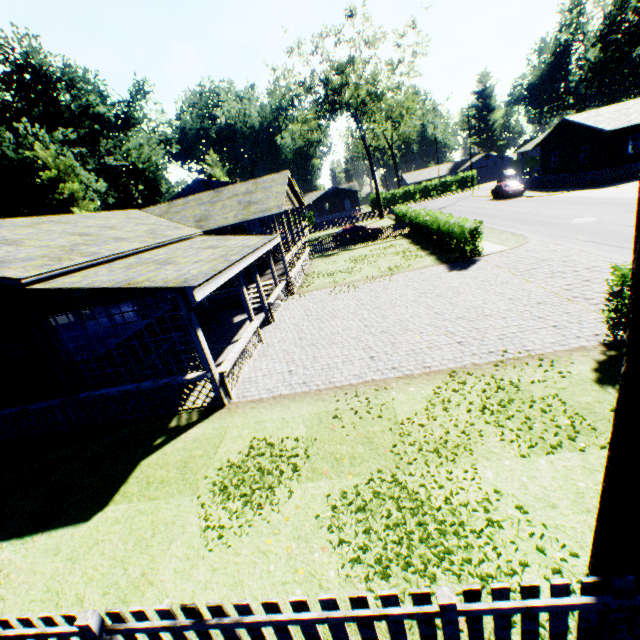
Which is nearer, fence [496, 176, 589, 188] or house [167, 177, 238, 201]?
fence [496, 176, 589, 188]

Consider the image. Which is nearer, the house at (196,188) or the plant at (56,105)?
the plant at (56,105)

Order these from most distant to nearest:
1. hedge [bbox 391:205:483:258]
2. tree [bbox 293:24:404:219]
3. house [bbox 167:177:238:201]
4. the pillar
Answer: house [bbox 167:177:238:201] < tree [bbox 293:24:404:219] < hedge [bbox 391:205:483:258] < the pillar

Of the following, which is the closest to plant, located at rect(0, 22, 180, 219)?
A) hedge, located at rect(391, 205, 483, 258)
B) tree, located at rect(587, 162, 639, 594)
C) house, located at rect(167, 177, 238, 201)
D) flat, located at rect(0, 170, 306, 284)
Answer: tree, located at rect(587, 162, 639, 594)

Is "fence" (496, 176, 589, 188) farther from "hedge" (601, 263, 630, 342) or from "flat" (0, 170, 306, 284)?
"hedge" (601, 263, 630, 342)

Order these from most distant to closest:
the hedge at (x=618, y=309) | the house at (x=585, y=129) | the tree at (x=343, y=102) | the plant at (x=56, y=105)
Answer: the tree at (x=343, y=102)
the plant at (x=56, y=105)
the house at (x=585, y=129)
the hedge at (x=618, y=309)

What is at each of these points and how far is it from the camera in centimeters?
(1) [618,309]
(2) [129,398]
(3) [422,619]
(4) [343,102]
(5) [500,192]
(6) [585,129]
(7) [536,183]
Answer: (1) hedge, 718cm
(2) house, 987cm
(3) fence, 291cm
(4) tree, 3894cm
(5) car, 3647cm
(6) house, 3198cm
(7) fence, 3712cm

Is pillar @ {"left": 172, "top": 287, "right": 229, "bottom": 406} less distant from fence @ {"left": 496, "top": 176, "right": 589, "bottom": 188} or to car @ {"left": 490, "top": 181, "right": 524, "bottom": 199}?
fence @ {"left": 496, "top": 176, "right": 589, "bottom": 188}
